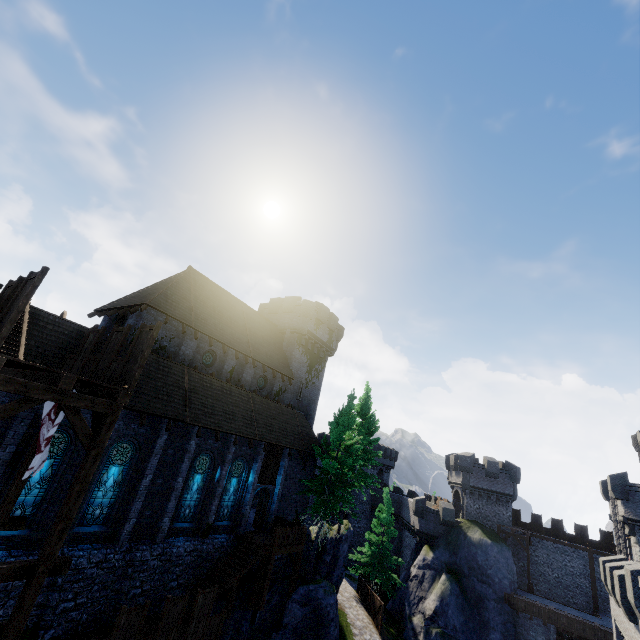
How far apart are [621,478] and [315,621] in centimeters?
2780cm

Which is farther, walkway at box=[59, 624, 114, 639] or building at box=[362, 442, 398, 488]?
building at box=[362, 442, 398, 488]

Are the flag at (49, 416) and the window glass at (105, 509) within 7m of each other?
yes

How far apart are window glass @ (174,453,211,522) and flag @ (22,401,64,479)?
9.77m

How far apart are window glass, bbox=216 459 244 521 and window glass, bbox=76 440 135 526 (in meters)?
6.50

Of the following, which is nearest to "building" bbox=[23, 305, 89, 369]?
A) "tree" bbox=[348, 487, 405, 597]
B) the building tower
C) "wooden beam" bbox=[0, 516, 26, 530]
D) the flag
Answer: "wooden beam" bbox=[0, 516, 26, 530]

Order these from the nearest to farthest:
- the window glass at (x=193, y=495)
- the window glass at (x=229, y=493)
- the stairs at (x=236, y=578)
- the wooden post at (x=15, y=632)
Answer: the wooden post at (x=15, y=632) → the stairs at (x=236, y=578) → the window glass at (x=193, y=495) → the window glass at (x=229, y=493)

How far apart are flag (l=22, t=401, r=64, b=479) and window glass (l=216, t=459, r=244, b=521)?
12.6 meters
